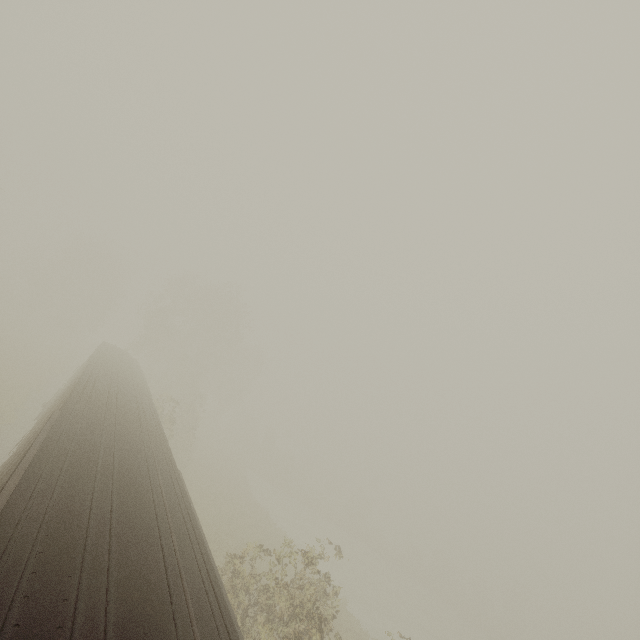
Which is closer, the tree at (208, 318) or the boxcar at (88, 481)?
the boxcar at (88, 481)

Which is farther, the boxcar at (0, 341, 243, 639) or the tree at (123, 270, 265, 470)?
the tree at (123, 270, 265, 470)

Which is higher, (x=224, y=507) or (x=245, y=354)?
(x=245, y=354)

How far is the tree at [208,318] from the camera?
31.2 meters

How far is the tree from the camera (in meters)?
31.22
